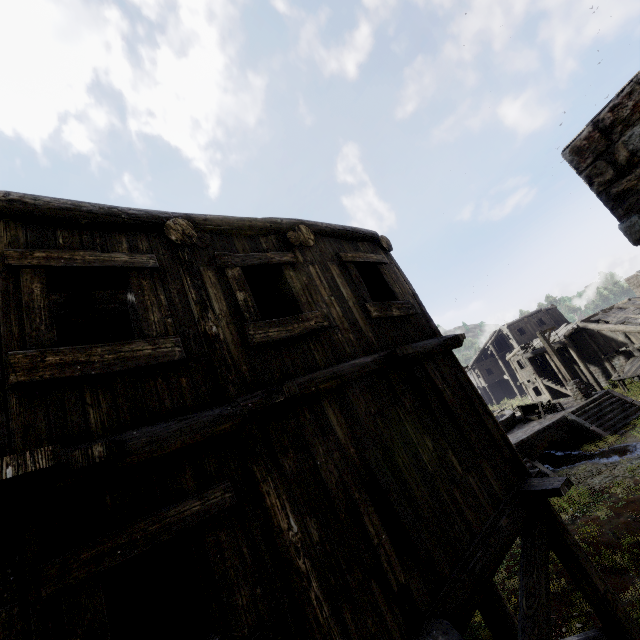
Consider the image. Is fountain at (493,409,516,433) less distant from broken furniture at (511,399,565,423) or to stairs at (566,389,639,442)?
broken furniture at (511,399,565,423)

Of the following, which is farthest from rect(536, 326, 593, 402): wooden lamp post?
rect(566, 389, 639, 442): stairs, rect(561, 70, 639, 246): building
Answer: rect(561, 70, 639, 246): building

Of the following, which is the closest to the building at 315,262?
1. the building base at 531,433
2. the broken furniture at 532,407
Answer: the building base at 531,433

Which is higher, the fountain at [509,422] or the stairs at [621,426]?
the fountain at [509,422]

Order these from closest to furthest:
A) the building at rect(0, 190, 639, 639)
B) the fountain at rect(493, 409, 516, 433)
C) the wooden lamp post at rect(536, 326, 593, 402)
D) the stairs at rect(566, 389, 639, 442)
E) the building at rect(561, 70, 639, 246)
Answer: the building at rect(0, 190, 639, 639), the building at rect(561, 70, 639, 246), the stairs at rect(566, 389, 639, 442), the wooden lamp post at rect(536, 326, 593, 402), the fountain at rect(493, 409, 516, 433)

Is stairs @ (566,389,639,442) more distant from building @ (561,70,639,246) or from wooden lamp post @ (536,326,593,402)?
building @ (561,70,639,246)

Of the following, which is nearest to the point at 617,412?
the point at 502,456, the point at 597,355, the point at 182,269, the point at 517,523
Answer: the point at 597,355

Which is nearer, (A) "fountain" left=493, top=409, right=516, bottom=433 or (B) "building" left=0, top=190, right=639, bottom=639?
(B) "building" left=0, top=190, right=639, bottom=639
